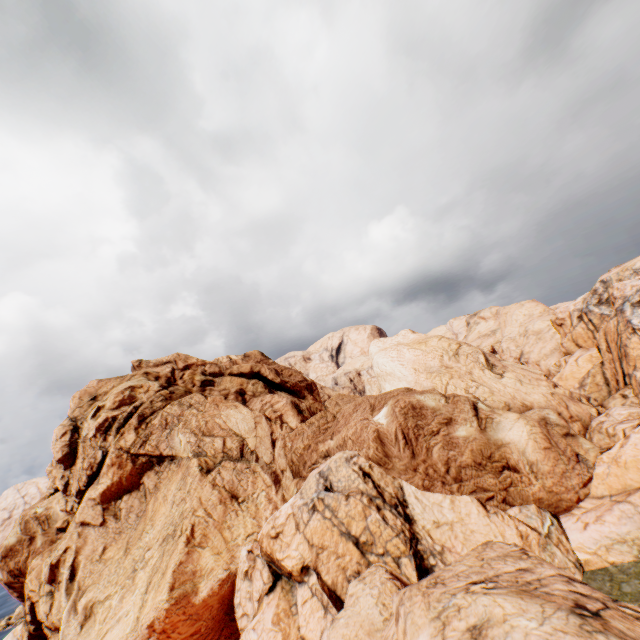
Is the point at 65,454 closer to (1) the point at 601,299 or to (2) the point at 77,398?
(2) the point at 77,398
